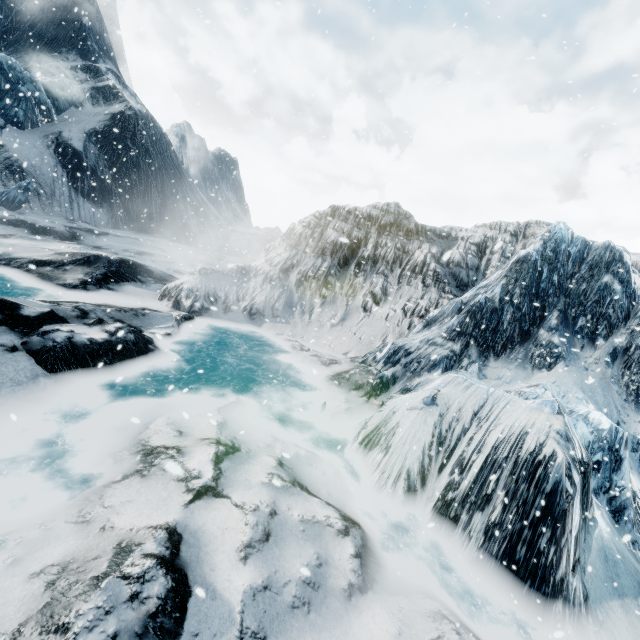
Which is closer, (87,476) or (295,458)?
(87,476)
